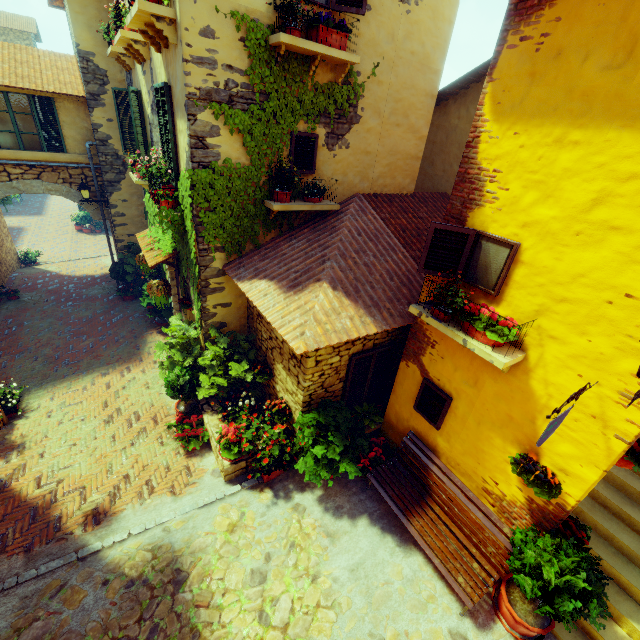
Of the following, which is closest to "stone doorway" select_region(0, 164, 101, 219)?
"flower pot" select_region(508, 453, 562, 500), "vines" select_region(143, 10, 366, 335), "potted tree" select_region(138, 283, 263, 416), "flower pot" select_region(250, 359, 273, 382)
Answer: "vines" select_region(143, 10, 366, 335)

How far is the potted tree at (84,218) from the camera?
20.4 meters

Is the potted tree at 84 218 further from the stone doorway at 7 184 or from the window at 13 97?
the stone doorway at 7 184

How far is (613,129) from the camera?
2.9 meters

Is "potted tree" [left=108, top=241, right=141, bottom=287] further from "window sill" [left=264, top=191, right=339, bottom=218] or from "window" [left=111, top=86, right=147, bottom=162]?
"window sill" [left=264, top=191, right=339, bottom=218]

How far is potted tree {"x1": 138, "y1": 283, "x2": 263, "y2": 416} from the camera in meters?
6.8 m

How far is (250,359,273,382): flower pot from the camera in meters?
6.6 m

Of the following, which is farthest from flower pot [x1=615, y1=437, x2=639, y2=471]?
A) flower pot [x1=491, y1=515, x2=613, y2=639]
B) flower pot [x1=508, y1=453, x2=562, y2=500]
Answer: flower pot [x1=491, y1=515, x2=613, y2=639]
